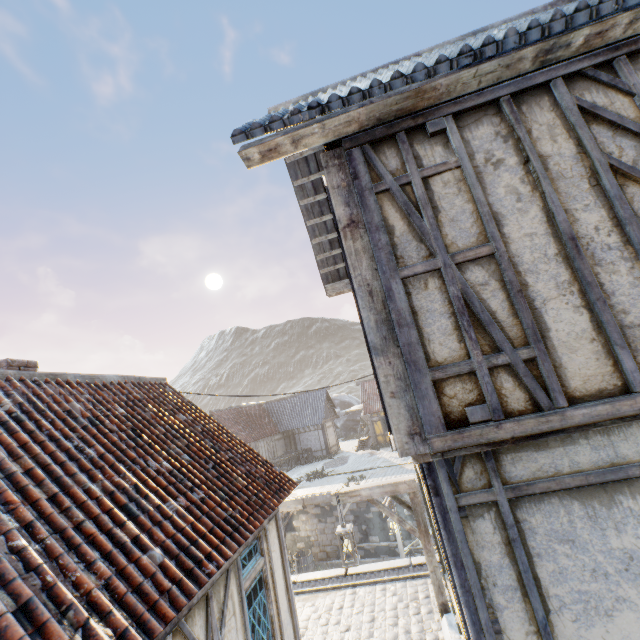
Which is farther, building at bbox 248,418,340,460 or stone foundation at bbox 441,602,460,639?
building at bbox 248,418,340,460

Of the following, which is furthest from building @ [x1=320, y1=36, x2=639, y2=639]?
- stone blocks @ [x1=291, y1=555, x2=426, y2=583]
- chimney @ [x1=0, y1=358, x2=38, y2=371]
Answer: chimney @ [x1=0, y1=358, x2=38, y2=371]

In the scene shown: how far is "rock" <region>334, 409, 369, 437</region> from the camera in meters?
37.9 m

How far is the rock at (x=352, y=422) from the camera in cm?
3791

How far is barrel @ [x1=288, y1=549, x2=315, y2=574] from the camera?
15.16m

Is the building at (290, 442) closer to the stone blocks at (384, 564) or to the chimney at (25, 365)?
the stone blocks at (384, 564)

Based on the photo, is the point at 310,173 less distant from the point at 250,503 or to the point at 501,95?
the point at 501,95

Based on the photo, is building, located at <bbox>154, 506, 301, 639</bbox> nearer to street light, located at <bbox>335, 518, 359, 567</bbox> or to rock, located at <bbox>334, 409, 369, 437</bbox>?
street light, located at <bbox>335, 518, 359, 567</bbox>
